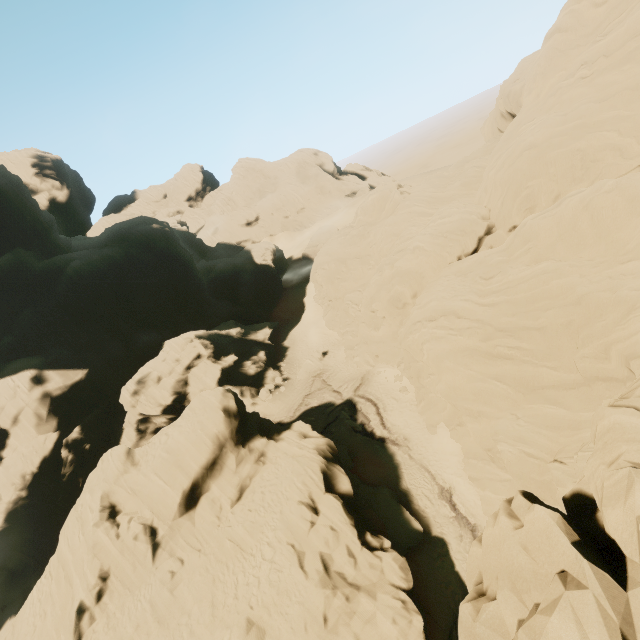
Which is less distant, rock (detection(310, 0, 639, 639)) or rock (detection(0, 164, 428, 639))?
rock (detection(310, 0, 639, 639))

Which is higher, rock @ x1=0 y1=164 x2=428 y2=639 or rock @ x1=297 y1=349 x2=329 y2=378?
rock @ x1=0 y1=164 x2=428 y2=639

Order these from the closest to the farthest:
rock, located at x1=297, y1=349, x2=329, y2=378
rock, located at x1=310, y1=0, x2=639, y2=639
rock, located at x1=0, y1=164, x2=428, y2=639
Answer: rock, located at x1=310, y1=0, x2=639, y2=639 < rock, located at x1=0, y1=164, x2=428, y2=639 < rock, located at x1=297, y1=349, x2=329, y2=378

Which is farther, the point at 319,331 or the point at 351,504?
the point at 319,331

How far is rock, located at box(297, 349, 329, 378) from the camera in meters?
42.5

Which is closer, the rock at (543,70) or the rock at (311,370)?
the rock at (543,70)

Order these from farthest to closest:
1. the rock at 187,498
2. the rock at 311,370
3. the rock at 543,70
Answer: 1. the rock at 311,370
2. the rock at 187,498
3. the rock at 543,70
